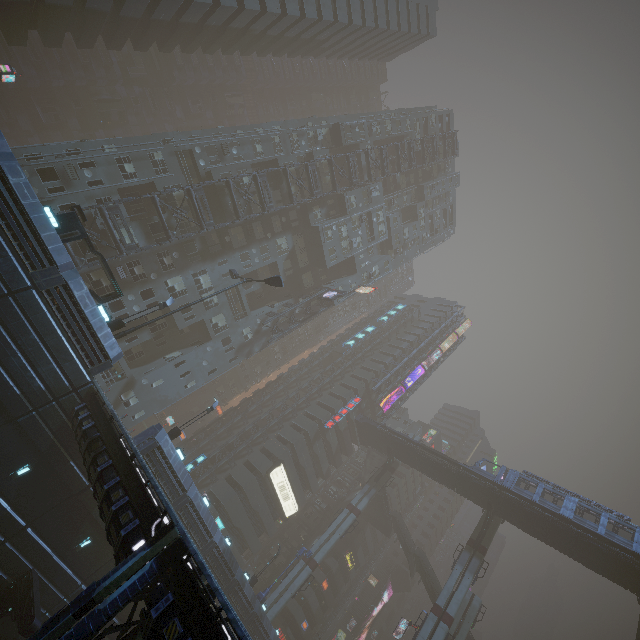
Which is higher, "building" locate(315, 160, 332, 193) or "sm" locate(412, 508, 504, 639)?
"building" locate(315, 160, 332, 193)

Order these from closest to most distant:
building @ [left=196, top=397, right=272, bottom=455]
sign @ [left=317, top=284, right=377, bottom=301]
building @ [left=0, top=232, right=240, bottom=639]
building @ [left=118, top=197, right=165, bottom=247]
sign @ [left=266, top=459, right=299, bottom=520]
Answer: building @ [left=0, top=232, right=240, bottom=639] < building @ [left=118, top=197, right=165, bottom=247] < sign @ [left=317, top=284, right=377, bottom=301] < sign @ [left=266, top=459, right=299, bottom=520] < building @ [left=196, top=397, right=272, bottom=455]

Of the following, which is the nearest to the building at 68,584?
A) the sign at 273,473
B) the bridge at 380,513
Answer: the sign at 273,473

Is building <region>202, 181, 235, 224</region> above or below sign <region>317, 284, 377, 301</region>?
below

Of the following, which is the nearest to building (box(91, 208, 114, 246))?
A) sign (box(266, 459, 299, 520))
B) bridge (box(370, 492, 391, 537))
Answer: sign (box(266, 459, 299, 520))

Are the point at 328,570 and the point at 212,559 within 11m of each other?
no
